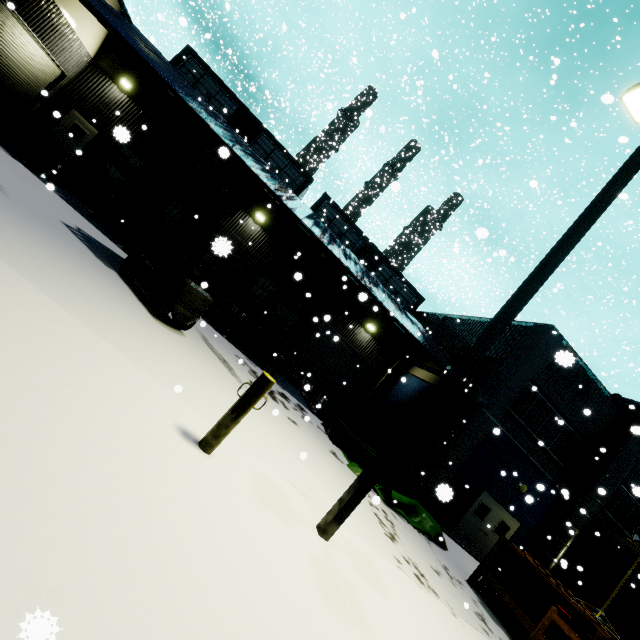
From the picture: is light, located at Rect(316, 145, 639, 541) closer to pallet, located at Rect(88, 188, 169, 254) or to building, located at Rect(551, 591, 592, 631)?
building, located at Rect(551, 591, 592, 631)

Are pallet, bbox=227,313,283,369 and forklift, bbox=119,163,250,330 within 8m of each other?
yes

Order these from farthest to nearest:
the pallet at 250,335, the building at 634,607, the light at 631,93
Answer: the pallet at 250,335
the building at 634,607
the light at 631,93

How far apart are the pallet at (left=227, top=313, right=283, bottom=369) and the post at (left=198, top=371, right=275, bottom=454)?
9.0m

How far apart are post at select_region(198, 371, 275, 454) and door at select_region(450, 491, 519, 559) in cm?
1490

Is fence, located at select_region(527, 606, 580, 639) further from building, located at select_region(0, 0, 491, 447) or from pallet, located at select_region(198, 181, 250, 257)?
pallet, located at select_region(198, 181, 250, 257)

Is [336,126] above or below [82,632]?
above

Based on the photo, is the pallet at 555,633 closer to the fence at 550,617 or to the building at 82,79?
the fence at 550,617
